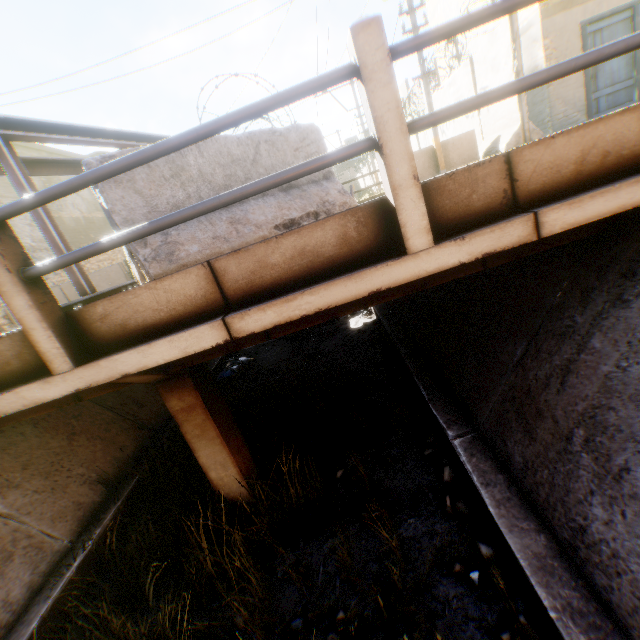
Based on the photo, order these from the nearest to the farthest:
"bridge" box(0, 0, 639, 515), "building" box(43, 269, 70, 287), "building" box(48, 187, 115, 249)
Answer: "bridge" box(0, 0, 639, 515)
"building" box(43, 269, 70, 287)
"building" box(48, 187, 115, 249)

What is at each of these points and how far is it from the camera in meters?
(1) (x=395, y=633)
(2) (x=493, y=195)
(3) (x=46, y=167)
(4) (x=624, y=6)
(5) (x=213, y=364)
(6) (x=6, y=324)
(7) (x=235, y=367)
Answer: (1) concrete channel, 2.5
(2) bridge, 2.1
(3) steel platform, 3.5
(4) building, 8.5
(5) concrete channel, 8.7
(6) building, 11.6
(7) trash bag, 8.4

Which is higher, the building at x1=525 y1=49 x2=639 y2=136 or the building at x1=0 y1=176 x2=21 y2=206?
the building at x1=0 y1=176 x2=21 y2=206

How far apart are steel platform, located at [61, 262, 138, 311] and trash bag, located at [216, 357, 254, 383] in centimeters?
416cm

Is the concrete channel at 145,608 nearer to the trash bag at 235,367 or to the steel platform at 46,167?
the trash bag at 235,367

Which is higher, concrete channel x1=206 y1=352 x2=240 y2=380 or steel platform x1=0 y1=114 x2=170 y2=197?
steel platform x1=0 y1=114 x2=170 y2=197

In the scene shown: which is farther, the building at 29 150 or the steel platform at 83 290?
the building at 29 150
